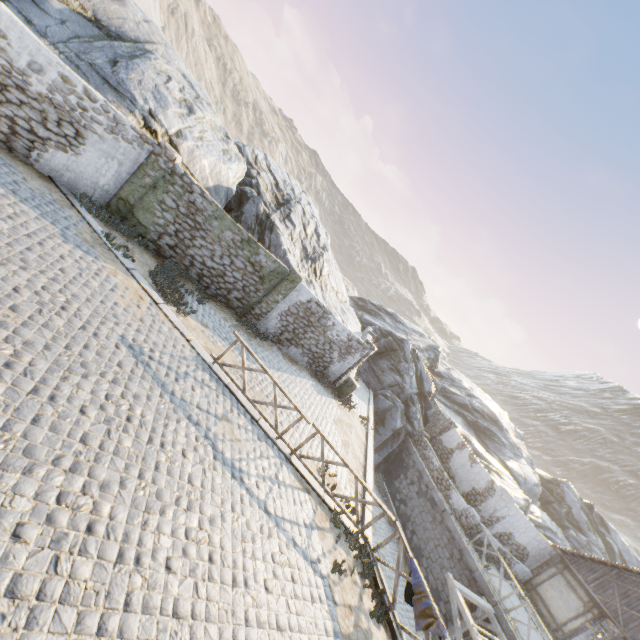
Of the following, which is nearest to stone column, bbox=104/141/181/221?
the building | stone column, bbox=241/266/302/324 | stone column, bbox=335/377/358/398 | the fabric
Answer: stone column, bbox=241/266/302/324

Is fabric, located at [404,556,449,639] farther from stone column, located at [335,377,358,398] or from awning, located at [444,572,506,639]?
stone column, located at [335,377,358,398]

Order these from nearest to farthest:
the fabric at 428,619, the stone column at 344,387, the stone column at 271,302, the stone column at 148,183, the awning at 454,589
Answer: the fabric at 428,619
the stone column at 148,183
the awning at 454,589
the stone column at 271,302
the stone column at 344,387

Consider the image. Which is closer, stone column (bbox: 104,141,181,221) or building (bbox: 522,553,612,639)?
stone column (bbox: 104,141,181,221)

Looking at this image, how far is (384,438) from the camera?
22.6 meters

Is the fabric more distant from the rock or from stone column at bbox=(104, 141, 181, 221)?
stone column at bbox=(104, 141, 181, 221)

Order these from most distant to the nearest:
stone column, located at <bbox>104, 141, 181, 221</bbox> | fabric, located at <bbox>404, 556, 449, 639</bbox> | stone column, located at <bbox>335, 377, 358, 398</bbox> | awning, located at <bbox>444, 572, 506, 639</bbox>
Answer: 1. stone column, located at <bbox>335, 377, 358, 398</bbox>
2. awning, located at <bbox>444, 572, 506, 639</bbox>
3. stone column, located at <bbox>104, 141, 181, 221</bbox>
4. fabric, located at <bbox>404, 556, 449, 639</bbox>

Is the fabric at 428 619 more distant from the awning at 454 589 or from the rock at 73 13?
the rock at 73 13
